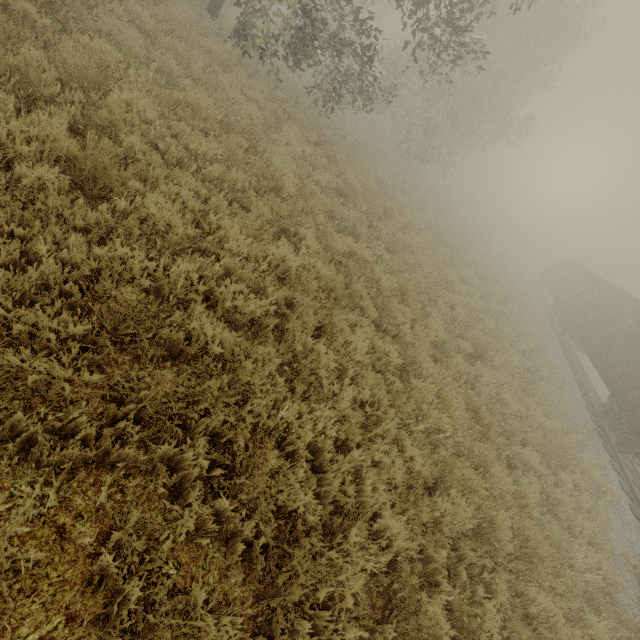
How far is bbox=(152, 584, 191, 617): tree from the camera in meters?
2.1 m

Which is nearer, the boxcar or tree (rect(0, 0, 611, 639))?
tree (rect(0, 0, 611, 639))

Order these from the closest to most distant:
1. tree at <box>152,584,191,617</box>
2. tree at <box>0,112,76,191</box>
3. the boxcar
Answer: tree at <box>152,584,191,617</box>
tree at <box>0,112,76,191</box>
the boxcar

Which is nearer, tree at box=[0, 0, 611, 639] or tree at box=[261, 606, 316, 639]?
tree at box=[261, 606, 316, 639]

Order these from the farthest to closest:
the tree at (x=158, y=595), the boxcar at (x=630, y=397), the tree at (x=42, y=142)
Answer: the boxcar at (x=630, y=397) → the tree at (x=42, y=142) → the tree at (x=158, y=595)

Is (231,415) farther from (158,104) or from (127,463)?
(158,104)

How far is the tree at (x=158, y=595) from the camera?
2.1m
